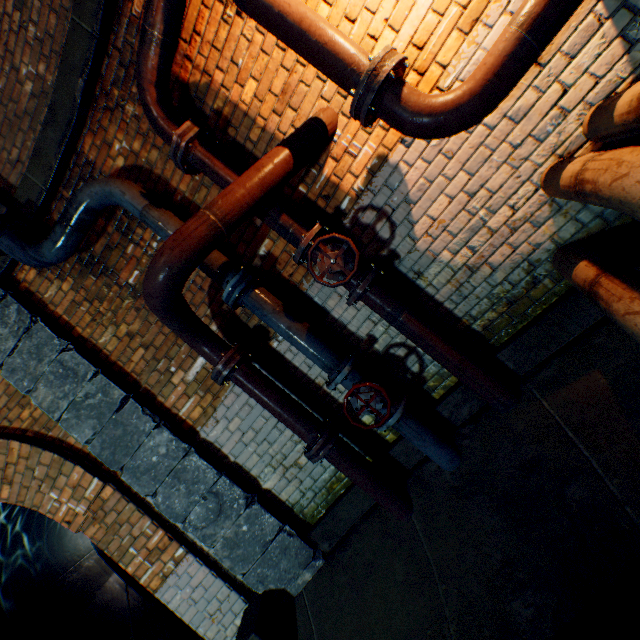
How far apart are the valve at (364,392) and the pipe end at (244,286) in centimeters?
109cm

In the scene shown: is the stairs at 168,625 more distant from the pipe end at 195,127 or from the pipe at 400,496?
the pipe end at 195,127

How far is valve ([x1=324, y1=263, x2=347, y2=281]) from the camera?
2.12m

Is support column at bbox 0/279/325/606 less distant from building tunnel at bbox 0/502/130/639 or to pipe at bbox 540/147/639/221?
building tunnel at bbox 0/502/130/639

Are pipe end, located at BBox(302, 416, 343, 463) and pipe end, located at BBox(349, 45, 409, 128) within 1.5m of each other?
no

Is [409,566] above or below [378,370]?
below

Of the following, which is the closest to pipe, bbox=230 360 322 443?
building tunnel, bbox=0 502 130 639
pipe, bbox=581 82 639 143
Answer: pipe, bbox=581 82 639 143

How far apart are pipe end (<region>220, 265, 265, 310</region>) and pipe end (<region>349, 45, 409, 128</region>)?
1.26m
